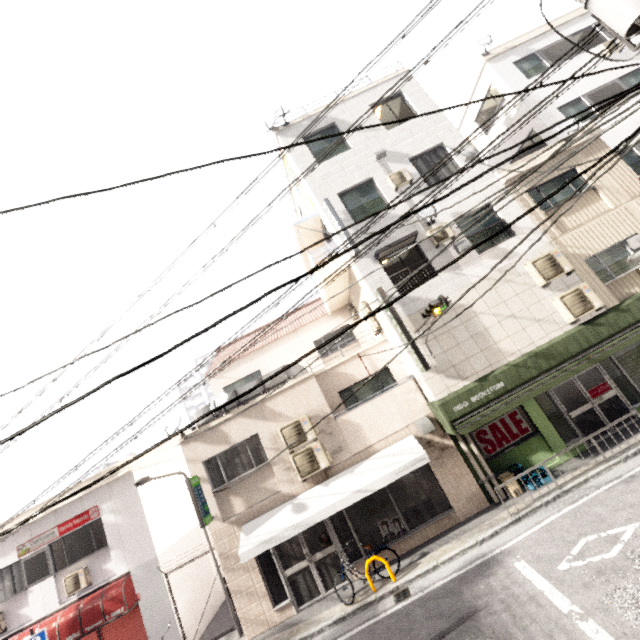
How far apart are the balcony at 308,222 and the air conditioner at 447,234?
2.81m

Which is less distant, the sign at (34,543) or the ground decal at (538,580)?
the ground decal at (538,580)

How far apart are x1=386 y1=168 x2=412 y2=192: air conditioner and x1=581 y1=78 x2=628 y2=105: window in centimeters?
872cm

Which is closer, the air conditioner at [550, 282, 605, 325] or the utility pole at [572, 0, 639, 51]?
the utility pole at [572, 0, 639, 51]

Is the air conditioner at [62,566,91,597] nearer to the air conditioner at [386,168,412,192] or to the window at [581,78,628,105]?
the air conditioner at [386,168,412,192]

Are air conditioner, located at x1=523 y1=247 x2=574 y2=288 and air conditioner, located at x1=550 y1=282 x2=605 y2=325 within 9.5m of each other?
yes

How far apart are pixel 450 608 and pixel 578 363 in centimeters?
715cm

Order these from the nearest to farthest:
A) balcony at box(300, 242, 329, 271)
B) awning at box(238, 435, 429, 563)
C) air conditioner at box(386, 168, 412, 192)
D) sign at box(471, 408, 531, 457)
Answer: awning at box(238, 435, 429, 563)
sign at box(471, 408, 531, 457)
air conditioner at box(386, 168, 412, 192)
balcony at box(300, 242, 329, 271)
